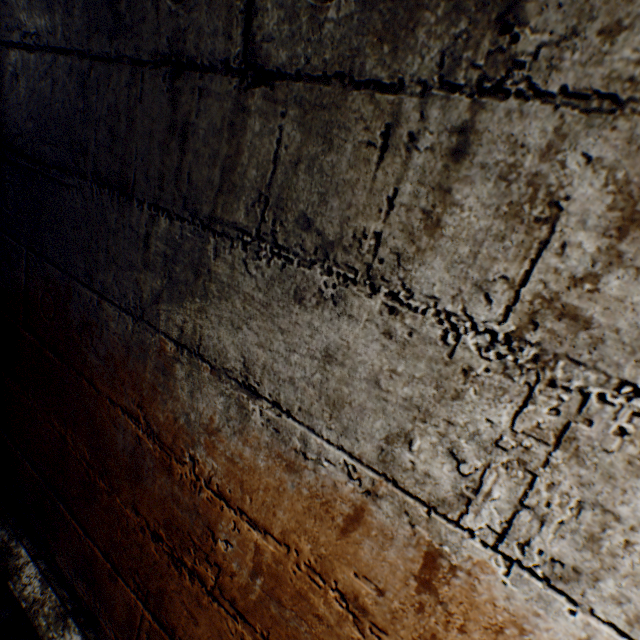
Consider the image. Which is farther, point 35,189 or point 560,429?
point 35,189
